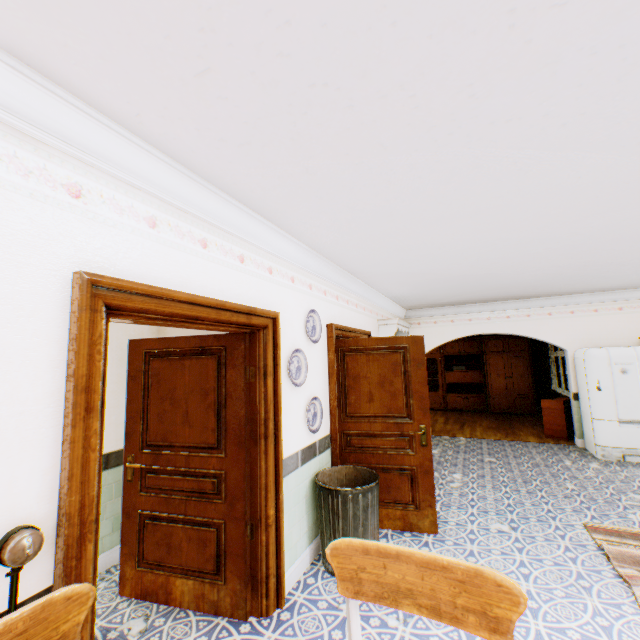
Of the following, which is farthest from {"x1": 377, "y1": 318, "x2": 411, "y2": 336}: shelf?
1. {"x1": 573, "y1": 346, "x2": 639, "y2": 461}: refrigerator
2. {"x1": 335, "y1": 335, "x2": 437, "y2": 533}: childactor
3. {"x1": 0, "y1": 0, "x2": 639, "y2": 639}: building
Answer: {"x1": 573, "y1": 346, "x2": 639, "y2": 461}: refrigerator

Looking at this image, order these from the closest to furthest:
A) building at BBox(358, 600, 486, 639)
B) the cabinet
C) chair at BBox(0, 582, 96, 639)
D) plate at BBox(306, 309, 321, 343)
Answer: chair at BBox(0, 582, 96, 639)
building at BBox(358, 600, 486, 639)
plate at BBox(306, 309, 321, 343)
the cabinet

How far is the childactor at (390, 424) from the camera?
3.7m

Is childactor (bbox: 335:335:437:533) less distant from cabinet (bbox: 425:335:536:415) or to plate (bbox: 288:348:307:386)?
plate (bbox: 288:348:307:386)

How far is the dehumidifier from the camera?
7.25m

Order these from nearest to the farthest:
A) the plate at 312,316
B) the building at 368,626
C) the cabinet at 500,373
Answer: the building at 368,626, the plate at 312,316, the cabinet at 500,373

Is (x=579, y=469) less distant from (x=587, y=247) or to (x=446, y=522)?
(x=446, y=522)

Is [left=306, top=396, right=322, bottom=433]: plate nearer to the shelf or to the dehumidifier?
the shelf
